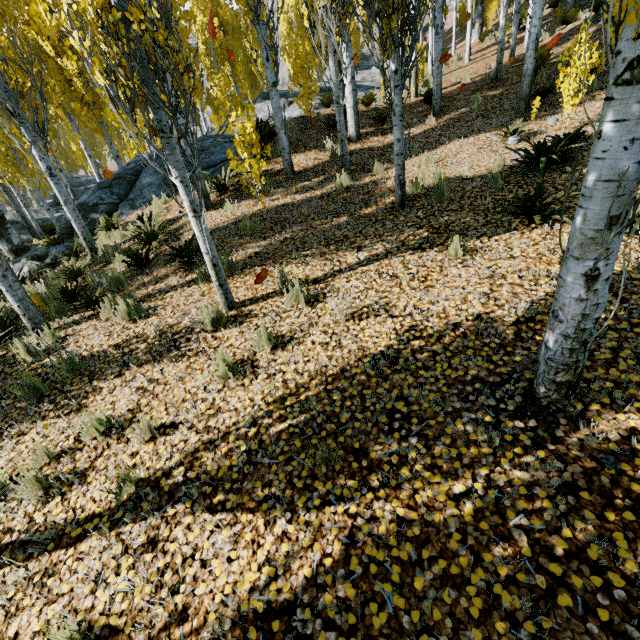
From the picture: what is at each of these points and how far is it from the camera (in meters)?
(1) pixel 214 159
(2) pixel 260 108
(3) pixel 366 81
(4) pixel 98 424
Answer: (1) rock, 11.00
(2) rock, 13.36
(3) rock, 18.11
(4) instancedfoliageactor, 3.49

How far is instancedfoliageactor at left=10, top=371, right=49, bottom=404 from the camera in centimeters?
412cm

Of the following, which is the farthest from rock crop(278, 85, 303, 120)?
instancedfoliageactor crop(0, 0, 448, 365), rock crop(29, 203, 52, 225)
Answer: rock crop(29, 203, 52, 225)

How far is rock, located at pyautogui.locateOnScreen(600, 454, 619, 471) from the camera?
2.1m

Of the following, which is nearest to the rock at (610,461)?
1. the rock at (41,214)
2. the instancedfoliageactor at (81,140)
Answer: the instancedfoliageactor at (81,140)

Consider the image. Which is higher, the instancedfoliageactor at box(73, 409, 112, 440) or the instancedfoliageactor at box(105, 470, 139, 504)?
the instancedfoliageactor at box(73, 409, 112, 440)

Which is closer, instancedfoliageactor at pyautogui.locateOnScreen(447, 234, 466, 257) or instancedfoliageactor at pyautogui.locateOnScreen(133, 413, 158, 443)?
instancedfoliageactor at pyautogui.locateOnScreen(133, 413, 158, 443)

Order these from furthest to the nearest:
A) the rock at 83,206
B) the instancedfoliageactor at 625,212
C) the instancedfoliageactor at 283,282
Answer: the rock at 83,206 < the instancedfoliageactor at 283,282 < the instancedfoliageactor at 625,212
